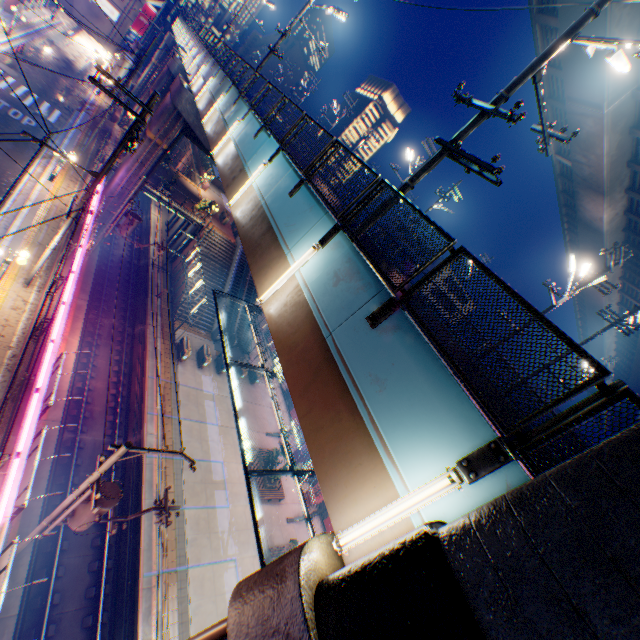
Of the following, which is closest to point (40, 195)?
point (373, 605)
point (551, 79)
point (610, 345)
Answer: point (373, 605)

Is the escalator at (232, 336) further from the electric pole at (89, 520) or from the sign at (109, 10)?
the sign at (109, 10)

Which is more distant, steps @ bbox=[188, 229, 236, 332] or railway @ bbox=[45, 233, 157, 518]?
steps @ bbox=[188, 229, 236, 332]

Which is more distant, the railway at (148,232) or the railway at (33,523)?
the railway at (148,232)

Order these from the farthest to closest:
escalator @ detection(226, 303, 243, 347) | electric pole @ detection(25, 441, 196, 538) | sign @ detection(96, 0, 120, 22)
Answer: sign @ detection(96, 0, 120, 22), escalator @ detection(226, 303, 243, 347), electric pole @ detection(25, 441, 196, 538)

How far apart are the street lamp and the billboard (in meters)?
76.29

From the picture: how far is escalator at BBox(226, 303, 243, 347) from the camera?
33.1m

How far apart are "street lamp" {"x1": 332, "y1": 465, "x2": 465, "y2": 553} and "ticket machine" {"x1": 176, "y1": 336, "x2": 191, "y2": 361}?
24.3m
